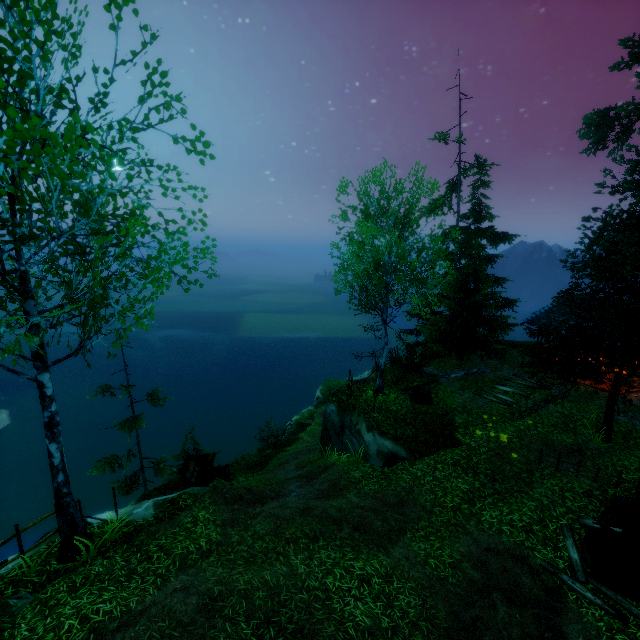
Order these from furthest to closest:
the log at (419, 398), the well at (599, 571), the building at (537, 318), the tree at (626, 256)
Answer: the building at (537, 318) < the log at (419, 398) < the tree at (626, 256) < the well at (599, 571)

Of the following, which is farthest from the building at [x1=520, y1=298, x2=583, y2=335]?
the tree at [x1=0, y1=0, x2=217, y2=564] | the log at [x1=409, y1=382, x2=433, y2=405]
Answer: the log at [x1=409, y1=382, x2=433, y2=405]

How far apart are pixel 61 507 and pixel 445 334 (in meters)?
19.95

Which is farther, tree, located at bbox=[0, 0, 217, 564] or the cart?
the cart

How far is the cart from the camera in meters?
13.0

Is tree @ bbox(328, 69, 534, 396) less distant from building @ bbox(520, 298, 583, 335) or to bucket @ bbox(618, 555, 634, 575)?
building @ bbox(520, 298, 583, 335)

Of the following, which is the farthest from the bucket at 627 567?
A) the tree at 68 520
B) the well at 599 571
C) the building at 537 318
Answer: the building at 537 318

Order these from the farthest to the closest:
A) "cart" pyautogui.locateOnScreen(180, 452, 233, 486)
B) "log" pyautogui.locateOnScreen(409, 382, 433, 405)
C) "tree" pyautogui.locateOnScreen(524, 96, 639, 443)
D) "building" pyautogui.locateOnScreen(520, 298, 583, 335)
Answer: "building" pyautogui.locateOnScreen(520, 298, 583, 335), "log" pyautogui.locateOnScreen(409, 382, 433, 405), "cart" pyautogui.locateOnScreen(180, 452, 233, 486), "tree" pyautogui.locateOnScreen(524, 96, 639, 443)
